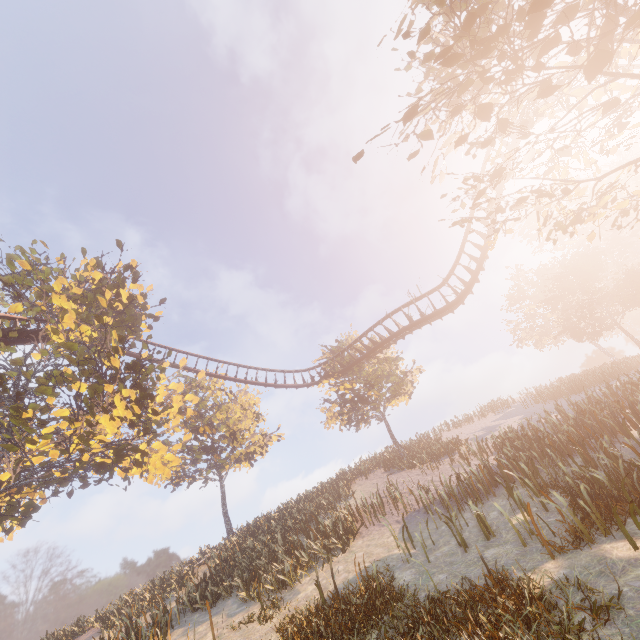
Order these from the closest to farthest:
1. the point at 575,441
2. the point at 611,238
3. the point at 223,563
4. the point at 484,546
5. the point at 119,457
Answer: the point at 484,546
the point at 575,441
the point at 119,457
the point at 223,563
the point at 611,238
